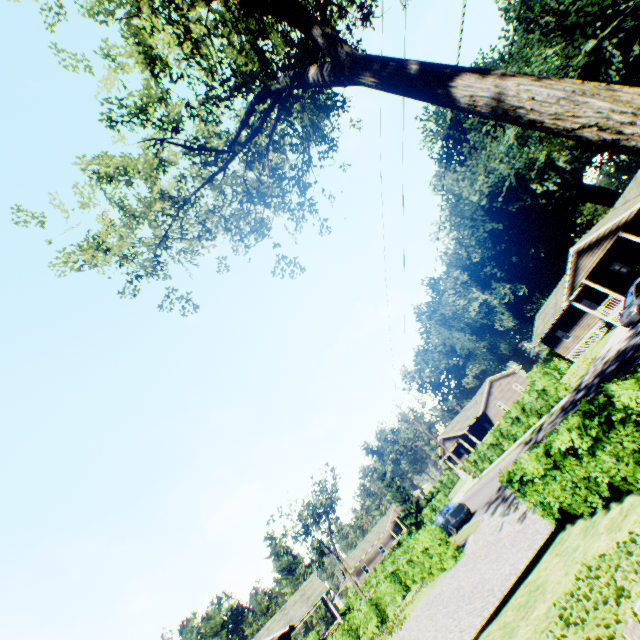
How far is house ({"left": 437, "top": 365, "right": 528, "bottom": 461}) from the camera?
46.5m

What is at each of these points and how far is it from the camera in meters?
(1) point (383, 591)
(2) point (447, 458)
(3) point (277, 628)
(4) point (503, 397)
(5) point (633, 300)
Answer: (1) hedge, 23.2 m
(2) house, 59.9 m
(3) house, 32.3 m
(4) house, 48.4 m
(5) car, 21.8 m

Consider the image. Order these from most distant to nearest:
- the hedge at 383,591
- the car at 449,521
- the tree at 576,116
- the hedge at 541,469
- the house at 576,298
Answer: the house at 576,298 < the car at 449,521 < the hedge at 383,591 < the hedge at 541,469 < the tree at 576,116

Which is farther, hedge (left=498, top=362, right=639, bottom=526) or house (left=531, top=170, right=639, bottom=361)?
house (left=531, top=170, right=639, bottom=361)

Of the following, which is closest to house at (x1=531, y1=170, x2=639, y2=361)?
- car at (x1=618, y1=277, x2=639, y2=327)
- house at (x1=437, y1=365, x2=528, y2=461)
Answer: car at (x1=618, y1=277, x2=639, y2=327)

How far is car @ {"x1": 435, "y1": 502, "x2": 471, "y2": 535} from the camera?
22.7m

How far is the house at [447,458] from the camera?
49.53m
